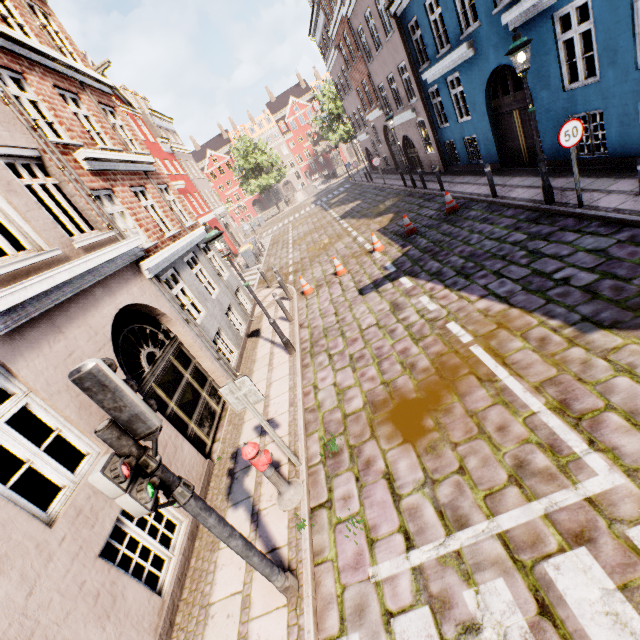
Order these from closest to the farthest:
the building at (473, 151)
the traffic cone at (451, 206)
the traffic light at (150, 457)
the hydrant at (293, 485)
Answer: the traffic light at (150, 457)
the hydrant at (293, 485)
the building at (473, 151)
the traffic cone at (451, 206)

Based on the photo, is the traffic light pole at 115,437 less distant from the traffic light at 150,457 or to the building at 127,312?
the traffic light at 150,457

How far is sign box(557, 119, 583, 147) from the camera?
6.7 meters

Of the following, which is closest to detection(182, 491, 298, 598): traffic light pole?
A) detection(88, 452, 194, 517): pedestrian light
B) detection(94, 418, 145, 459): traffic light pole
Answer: detection(88, 452, 194, 517): pedestrian light

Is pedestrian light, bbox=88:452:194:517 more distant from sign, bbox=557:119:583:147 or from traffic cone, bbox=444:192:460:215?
traffic cone, bbox=444:192:460:215

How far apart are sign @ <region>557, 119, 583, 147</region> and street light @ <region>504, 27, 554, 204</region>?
0.95m

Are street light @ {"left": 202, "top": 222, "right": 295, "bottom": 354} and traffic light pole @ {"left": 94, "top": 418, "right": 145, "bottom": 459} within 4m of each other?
no

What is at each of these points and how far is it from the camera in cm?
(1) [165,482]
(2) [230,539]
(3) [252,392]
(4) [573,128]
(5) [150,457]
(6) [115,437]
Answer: (1) traffic light pole, 281
(2) traffic light pole, 321
(3) sign, 466
(4) sign, 675
(5) traffic light, 272
(6) traffic light pole, 257
